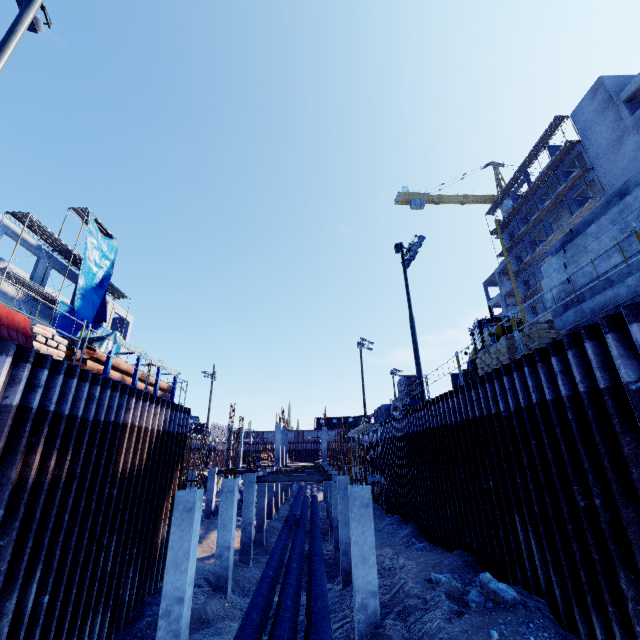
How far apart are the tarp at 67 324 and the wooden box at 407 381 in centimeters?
2355cm

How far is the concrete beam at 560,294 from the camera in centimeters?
767cm

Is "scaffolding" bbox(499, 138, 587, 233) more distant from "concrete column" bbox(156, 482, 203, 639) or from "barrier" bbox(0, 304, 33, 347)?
"barrier" bbox(0, 304, 33, 347)

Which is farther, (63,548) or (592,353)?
A: (63,548)

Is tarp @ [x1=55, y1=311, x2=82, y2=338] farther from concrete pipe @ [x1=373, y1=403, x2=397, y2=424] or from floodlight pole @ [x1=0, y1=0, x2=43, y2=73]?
concrete pipe @ [x1=373, y1=403, x2=397, y2=424]

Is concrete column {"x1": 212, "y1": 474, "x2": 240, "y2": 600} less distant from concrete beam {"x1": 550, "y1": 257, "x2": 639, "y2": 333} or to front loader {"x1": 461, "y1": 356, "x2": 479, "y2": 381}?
front loader {"x1": 461, "y1": 356, "x2": 479, "y2": 381}

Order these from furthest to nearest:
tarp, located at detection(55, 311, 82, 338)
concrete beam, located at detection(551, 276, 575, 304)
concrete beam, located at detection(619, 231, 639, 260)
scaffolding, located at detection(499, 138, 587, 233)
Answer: scaffolding, located at detection(499, 138, 587, 233) → tarp, located at detection(55, 311, 82, 338) → concrete beam, located at detection(551, 276, 575, 304) → concrete beam, located at detection(619, 231, 639, 260)

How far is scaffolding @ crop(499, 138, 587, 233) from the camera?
35.03m
